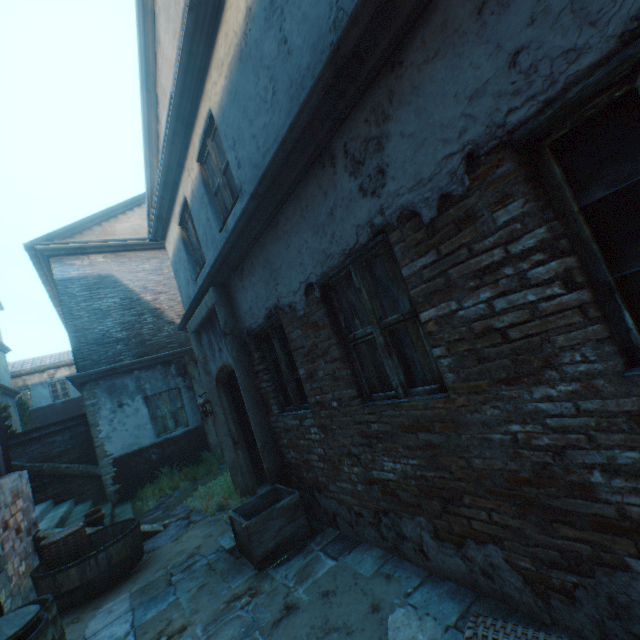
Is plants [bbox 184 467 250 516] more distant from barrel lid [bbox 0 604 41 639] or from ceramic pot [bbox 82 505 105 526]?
barrel lid [bbox 0 604 41 639]

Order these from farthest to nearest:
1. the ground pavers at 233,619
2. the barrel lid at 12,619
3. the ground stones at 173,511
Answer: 1. the ground stones at 173,511
2. the ground pavers at 233,619
3. the barrel lid at 12,619

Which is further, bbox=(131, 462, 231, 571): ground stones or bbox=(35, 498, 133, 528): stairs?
bbox=(35, 498, 133, 528): stairs

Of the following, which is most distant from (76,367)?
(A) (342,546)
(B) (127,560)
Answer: (A) (342,546)

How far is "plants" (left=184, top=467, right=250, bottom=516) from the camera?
5.9m

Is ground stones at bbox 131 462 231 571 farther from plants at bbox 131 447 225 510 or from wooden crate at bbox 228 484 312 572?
wooden crate at bbox 228 484 312 572

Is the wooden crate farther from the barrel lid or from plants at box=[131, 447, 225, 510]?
plants at box=[131, 447, 225, 510]

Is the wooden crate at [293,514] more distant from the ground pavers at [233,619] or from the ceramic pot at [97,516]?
the ceramic pot at [97,516]
